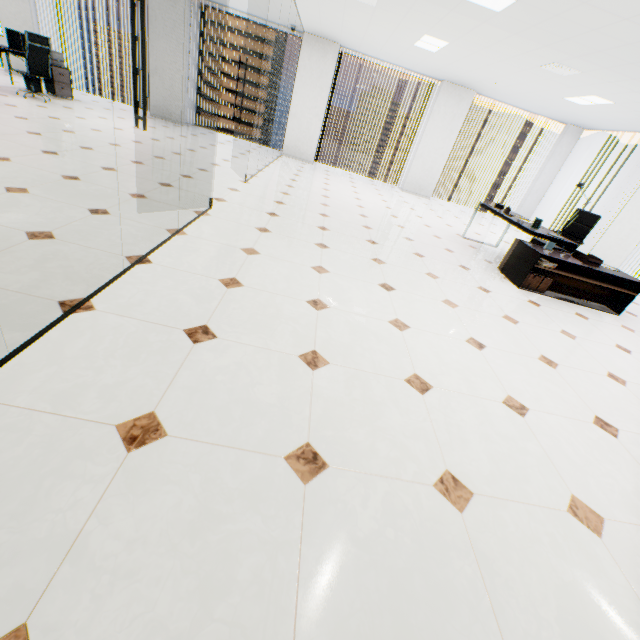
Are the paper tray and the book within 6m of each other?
yes

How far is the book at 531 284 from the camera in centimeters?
471cm

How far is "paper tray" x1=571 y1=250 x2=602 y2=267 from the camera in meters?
4.7

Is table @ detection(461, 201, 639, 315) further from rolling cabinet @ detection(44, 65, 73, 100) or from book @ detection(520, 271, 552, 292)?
rolling cabinet @ detection(44, 65, 73, 100)

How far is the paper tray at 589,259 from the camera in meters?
4.7 m

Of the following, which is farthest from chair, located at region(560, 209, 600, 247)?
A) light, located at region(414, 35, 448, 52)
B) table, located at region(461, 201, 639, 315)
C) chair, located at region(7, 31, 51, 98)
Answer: chair, located at region(7, 31, 51, 98)

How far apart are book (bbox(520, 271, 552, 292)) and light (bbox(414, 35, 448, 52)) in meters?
4.5

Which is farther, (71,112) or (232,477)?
(71,112)
